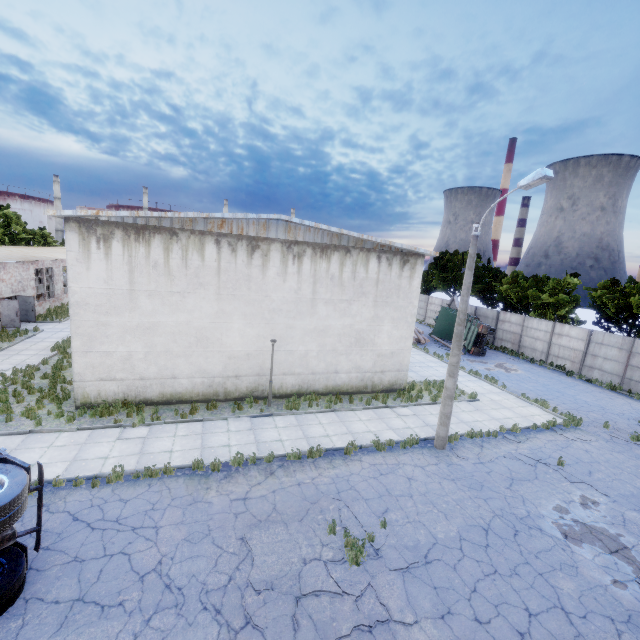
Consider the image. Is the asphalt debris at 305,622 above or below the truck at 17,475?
below

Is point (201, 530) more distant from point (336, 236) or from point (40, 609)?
point (336, 236)

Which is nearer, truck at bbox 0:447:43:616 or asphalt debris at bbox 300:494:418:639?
truck at bbox 0:447:43:616

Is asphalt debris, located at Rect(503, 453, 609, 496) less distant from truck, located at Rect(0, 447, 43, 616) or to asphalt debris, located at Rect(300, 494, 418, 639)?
asphalt debris, located at Rect(300, 494, 418, 639)

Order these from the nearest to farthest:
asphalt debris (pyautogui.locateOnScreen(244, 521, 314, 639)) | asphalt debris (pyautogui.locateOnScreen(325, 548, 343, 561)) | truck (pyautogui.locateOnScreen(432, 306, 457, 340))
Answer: asphalt debris (pyautogui.locateOnScreen(244, 521, 314, 639)), asphalt debris (pyautogui.locateOnScreen(325, 548, 343, 561)), truck (pyautogui.locateOnScreen(432, 306, 457, 340))

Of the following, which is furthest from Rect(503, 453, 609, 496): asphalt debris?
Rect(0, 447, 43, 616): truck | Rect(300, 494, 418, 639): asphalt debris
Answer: Rect(0, 447, 43, 616): truck

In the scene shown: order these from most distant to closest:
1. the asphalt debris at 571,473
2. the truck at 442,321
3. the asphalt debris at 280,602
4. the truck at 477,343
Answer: the truck at 442,321 → the truck at 477,343 → the asphalt debris at 571,473 → the asphalt debris at 280,602

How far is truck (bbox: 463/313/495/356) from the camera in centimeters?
2764cm
